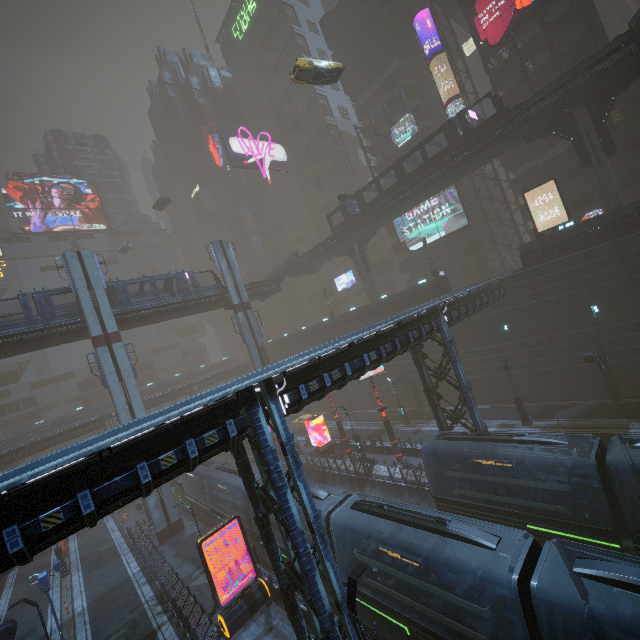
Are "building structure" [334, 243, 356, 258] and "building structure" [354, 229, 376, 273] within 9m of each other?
yes

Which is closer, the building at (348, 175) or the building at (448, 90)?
the building at (448, 90)

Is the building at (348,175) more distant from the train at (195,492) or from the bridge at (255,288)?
the bridge at (255,288)

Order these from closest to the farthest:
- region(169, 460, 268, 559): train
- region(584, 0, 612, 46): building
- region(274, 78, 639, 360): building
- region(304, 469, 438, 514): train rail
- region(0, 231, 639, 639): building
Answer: region(0, 231, 639, 639): building < region(169, 460, 268, 559): train < region(304, 469, 438, 514): train rail < region(274, 78, 639, 360): building < region(584, 0, 612, 46): building

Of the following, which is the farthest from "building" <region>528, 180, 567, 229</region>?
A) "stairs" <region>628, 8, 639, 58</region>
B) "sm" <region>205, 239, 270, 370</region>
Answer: "stairs" <region>628, 8, 639, 58</region>

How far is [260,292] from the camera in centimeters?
4203cm

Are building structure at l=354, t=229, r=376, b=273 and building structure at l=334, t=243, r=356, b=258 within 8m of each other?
yes

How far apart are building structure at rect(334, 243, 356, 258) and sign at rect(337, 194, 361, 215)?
6.63m
